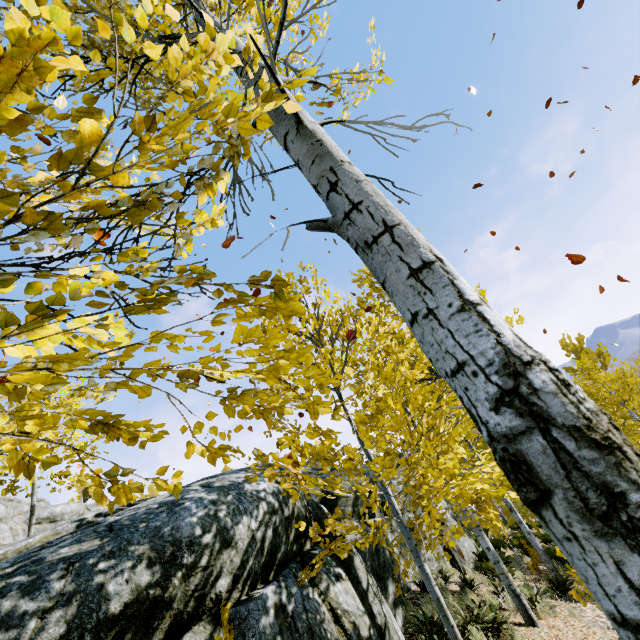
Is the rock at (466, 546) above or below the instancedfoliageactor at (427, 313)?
below

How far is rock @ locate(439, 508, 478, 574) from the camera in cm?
1066

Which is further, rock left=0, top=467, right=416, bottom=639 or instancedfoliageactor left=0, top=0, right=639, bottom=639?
rock left=0, top=467, right=416, bottom=639

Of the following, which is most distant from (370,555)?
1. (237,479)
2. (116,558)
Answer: (116,558)

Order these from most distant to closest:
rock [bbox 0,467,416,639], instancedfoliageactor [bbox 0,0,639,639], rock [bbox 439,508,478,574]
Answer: rock [bbox 439,508,478,574] → rock [bbox 0,467,416,639] → instancedfoliageactor [bbox 0,0,639,639]

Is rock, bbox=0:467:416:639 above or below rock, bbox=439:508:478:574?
above

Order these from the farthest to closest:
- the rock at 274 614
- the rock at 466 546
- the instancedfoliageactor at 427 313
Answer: the rock at 466 546 < the rock at 274 614 < the instancedfoliageactor at 427 313

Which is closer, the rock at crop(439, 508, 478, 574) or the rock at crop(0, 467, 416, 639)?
the rock at crop(0, 467, 416, 639)
